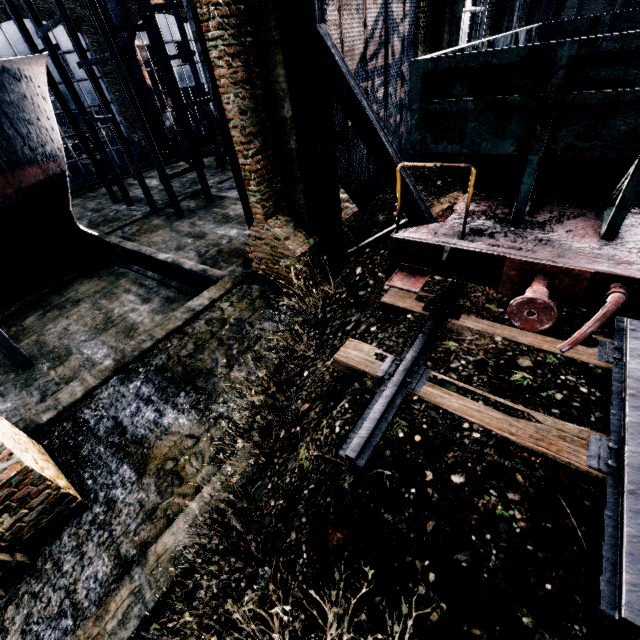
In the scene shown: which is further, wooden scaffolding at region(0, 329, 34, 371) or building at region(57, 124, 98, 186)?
building at region(57, 124, 98, 186)

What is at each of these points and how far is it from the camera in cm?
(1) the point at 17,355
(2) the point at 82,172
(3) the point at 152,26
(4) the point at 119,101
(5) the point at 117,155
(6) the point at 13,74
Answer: (1) wooden scaffolding, 1329
(2) building, 2945
(3) wooden scaffolding, 1584
(4) building, 3003
(5) building, 3131
(6) ship, 1365

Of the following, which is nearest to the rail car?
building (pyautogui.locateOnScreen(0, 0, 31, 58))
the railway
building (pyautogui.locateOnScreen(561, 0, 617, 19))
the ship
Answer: the railway

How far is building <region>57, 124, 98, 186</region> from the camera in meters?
28.0

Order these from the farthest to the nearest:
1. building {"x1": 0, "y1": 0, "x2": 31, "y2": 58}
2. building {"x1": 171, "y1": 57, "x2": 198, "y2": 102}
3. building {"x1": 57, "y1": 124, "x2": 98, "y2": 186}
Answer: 1. building {"x1": 171, "y1": 57, "x2": 198, "y2": 102}
2. building {"x1": 57, "y1": 124, "x2": 98, "y2": 186}
3. building {"x1": 0, "y1": 0, "x2": 31, "y2": 58}

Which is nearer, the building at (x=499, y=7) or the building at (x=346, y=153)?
the building at (x=499, y=7)

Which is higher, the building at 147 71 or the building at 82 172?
the building at 147 71
